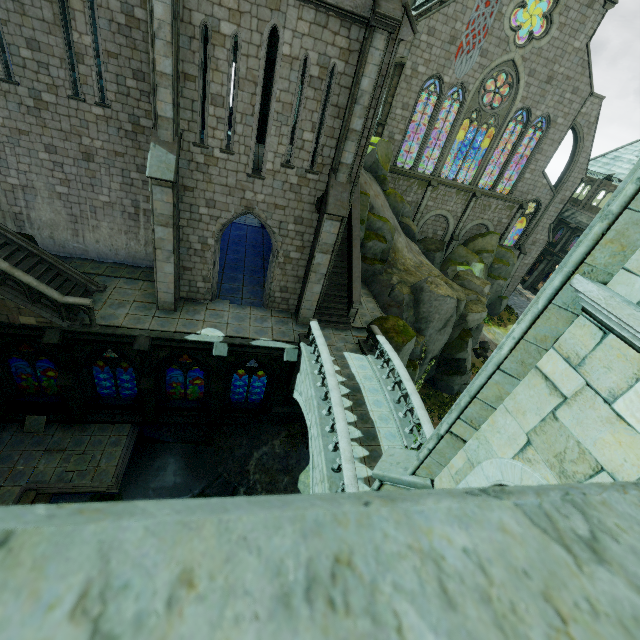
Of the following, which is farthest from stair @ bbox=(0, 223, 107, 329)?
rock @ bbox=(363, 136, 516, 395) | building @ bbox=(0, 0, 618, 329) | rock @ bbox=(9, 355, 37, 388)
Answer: rock @ bbox=(363, 136, 516, 395)

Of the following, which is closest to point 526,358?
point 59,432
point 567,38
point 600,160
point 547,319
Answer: point 547,319

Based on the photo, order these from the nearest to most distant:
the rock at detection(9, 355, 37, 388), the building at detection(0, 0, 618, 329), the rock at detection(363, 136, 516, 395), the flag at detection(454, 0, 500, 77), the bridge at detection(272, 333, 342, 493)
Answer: the bridge at detection(272, 333, 342, 493)
the building at detection(0, 0, 618, 329)
the rock at detection(9, 355, 37, 388)
the rock at detection(363, 136, 516, 395)
the flag at detection(454, 0, 500, 77)

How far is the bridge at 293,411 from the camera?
10.1m

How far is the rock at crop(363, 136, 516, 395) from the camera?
19.0 meters

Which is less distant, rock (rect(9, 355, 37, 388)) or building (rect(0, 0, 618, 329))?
building (rect(0, 0, 618, 329))

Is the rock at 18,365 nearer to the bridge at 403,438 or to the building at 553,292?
the building at 553,292

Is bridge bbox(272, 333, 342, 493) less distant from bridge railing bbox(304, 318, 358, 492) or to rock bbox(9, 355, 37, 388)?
bridge railing bbox(304, 318, 358, 492)
